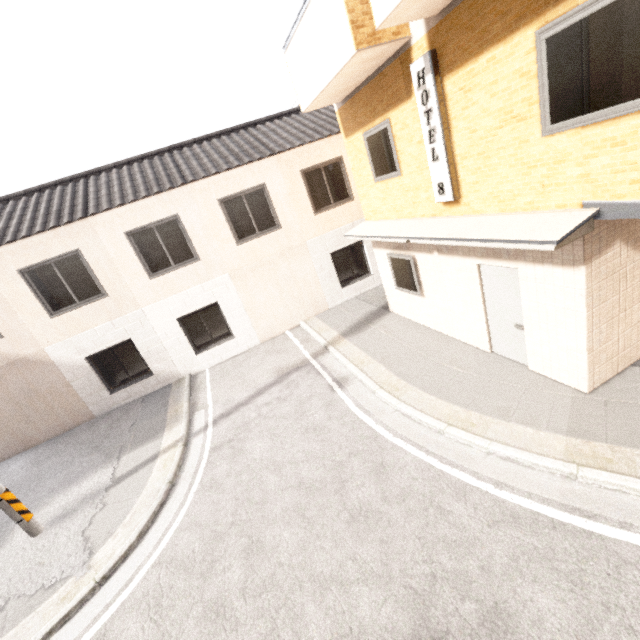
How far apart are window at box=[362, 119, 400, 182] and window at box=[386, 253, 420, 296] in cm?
182

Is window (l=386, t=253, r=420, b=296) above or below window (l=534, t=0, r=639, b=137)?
below

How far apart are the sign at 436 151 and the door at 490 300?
1.3 meters

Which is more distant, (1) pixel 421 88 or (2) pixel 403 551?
(1) pixel 421 88

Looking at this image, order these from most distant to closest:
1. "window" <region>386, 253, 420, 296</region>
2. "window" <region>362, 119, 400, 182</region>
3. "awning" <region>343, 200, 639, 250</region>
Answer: "window" <region>386, 253, 420, 296</region>, "window" <region>362, 119, 400, 182</region>, "awning" <region>343, 200, 639, 250</region>

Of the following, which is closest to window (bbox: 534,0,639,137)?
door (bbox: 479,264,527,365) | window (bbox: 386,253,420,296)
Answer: door (bbox: 479,264,527,365)

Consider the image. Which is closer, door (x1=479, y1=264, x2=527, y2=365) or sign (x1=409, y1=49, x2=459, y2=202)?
sign (x1=409, y1=49, x2=459, y2=202)

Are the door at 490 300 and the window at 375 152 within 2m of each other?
no
